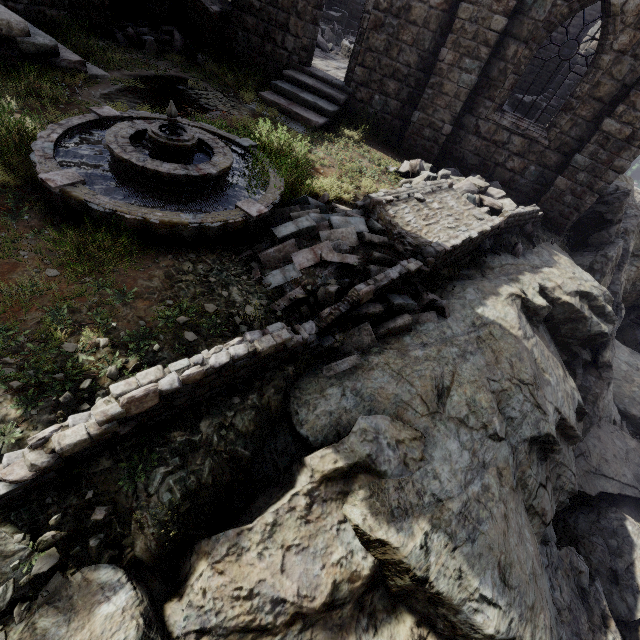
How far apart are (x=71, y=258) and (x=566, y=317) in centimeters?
1085cm

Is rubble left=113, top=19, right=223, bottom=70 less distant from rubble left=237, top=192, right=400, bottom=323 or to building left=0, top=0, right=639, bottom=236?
building left=0, top=0, right=639, bottom=236

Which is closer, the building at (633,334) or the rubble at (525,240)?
the rubble at (525,240)

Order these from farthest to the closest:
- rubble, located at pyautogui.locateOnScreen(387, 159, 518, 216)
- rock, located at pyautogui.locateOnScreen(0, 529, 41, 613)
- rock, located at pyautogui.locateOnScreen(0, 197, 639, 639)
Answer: rubble, located at pyautogui.locateOnScreen(387, 159, 518, 216) → rock, located at pyautogui.locateOnScreen(0, 197, 639, 639) → rock, located at pyautogui.locateOnScreen(0, 529, 41, 613)

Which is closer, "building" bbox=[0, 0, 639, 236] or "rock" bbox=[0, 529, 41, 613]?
"rock" bbox=[0, 529, 41, 613]

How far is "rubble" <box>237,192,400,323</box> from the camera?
5.1m

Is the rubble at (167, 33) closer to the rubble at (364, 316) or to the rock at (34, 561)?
the rubble at (364, 316)

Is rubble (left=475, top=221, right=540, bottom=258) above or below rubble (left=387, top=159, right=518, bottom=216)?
below
